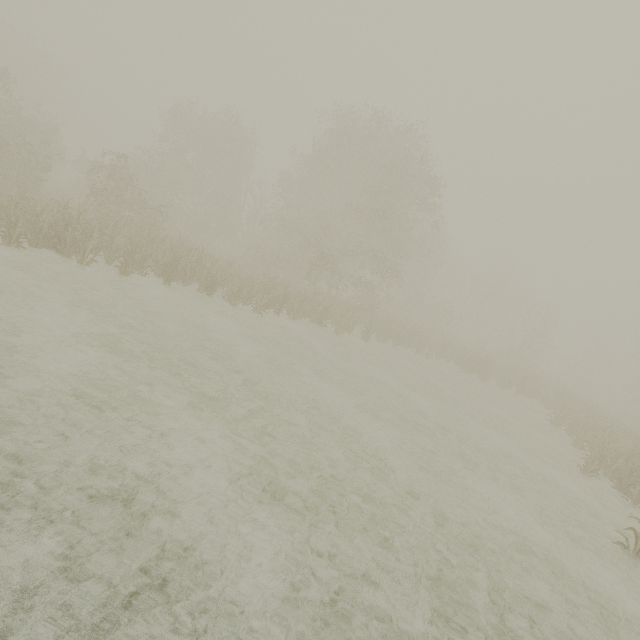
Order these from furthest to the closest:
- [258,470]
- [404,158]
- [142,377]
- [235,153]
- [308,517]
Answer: [235,153] < [404,158] < [142,377] < [258,470] < [308,517]
